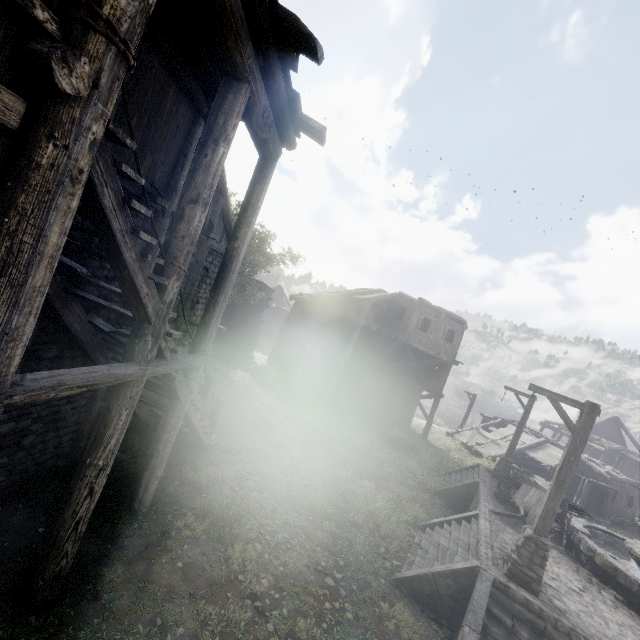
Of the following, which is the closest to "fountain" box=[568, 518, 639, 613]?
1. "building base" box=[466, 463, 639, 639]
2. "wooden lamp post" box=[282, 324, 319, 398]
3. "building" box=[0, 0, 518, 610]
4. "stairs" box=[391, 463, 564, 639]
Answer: "building base" box=[466, 463, 639, 639]

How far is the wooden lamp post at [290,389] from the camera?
21.5 meters

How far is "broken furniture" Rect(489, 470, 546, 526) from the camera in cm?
1167

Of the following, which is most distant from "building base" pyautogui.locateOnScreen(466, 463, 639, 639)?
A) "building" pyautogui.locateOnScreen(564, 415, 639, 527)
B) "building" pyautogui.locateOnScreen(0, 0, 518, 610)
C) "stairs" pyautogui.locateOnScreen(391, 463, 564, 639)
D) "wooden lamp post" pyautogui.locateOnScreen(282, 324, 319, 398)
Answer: "wooden lamp post" pyautogui.locateOnScreen(282, 324, 319, 398)

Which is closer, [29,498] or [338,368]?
[29,498]

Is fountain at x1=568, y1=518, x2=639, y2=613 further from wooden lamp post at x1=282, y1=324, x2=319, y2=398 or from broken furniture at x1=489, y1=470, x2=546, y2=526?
wooden lamp post at x1=282, y1=324, x2=319, y2=398

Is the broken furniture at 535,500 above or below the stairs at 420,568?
above

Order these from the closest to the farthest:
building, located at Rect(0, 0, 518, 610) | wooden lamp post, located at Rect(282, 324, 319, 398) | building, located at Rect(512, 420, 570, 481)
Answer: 1. building, located at Rect(0, 0, 518, 610)
2. wooden lamp post, located at Rect(282, 324, 319, 398)
3. building, located at Rect(512, 420, 570, 481)
